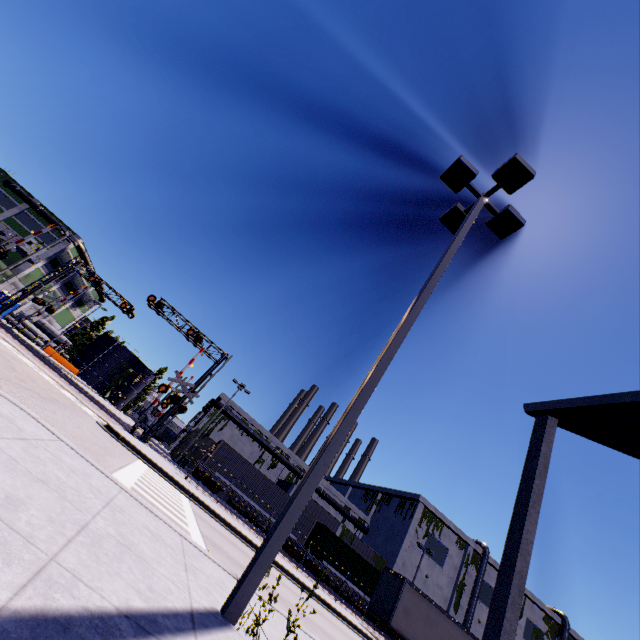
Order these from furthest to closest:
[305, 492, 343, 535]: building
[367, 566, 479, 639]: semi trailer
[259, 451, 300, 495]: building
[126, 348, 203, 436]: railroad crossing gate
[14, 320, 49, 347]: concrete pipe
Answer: [14, 320, 49, 347]: concrete pipe, [259, 451, 300, 495]: building, [305, 492, 343, 535]: building, [126, 348, 203, 436]: railroad crossing gate, [367, 566, 479, 639]: semi trailer

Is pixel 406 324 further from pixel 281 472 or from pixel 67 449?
pixel 281 472

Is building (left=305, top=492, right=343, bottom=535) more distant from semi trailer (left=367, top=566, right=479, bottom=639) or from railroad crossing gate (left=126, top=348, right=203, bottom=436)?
railroad crossing gate (left=126, top=348, right=203, bottom=436)

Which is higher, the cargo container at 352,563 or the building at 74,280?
the building at 74,280

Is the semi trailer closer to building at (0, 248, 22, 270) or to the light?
building at (0, 248, 22, 270)

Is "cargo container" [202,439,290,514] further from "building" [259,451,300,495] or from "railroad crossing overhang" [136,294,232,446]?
"railroad crossing overhang" [136,294,232,446]

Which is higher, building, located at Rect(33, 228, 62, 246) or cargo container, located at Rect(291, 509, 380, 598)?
building, located at Rect(33, 228, 62, 246)

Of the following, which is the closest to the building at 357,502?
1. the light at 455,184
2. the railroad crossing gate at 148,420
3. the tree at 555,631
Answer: the tree at 555,631
